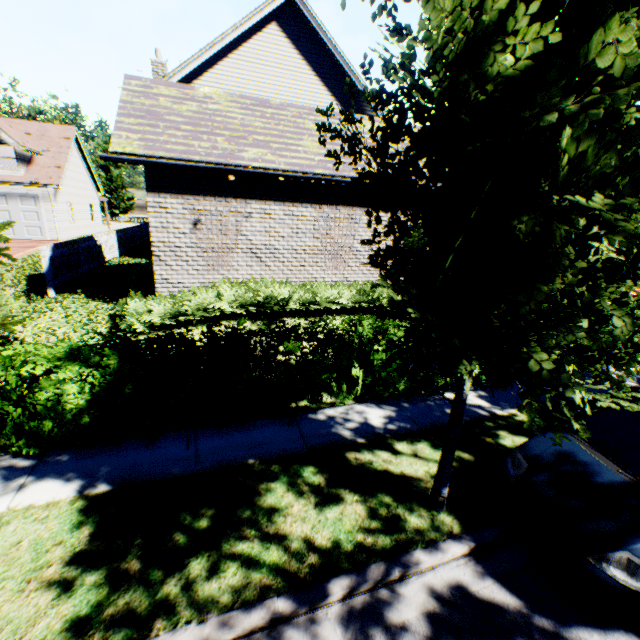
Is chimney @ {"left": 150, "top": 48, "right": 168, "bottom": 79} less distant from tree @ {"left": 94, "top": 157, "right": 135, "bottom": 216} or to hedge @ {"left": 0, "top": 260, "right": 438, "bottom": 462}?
hedge @ {"left": 0, "top": 260, "right": 438, "bottom": 462}

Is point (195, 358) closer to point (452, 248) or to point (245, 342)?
point (245, 342)

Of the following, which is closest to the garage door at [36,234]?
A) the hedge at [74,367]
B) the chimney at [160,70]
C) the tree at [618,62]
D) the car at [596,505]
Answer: the chimney at [160,70]

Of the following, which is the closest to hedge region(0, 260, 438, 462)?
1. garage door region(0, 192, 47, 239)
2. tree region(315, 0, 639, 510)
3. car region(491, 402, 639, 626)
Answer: tree region(315, 0, 639, 510)

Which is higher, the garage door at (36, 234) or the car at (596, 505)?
the garage door at (36, 234)

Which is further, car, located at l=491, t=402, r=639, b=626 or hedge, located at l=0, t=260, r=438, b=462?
hedge, located at l=0, t=260, r=438, b=462

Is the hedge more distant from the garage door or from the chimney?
the garage door

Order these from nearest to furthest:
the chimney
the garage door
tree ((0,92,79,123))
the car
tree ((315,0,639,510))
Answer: tree ((315,0,639,510)), the car, the chimney, the garage door, tree ((0,92,79,123))
